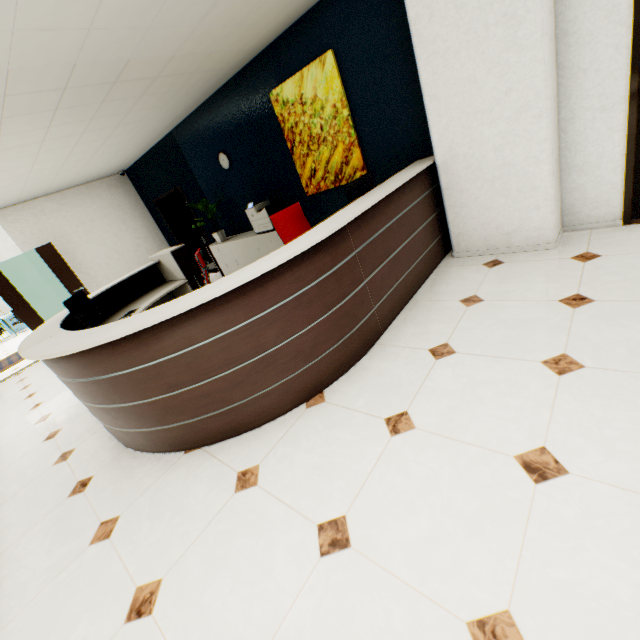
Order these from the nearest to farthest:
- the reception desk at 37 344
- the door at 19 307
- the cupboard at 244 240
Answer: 1. the reception desk at 37 344
2. the cupboard at 244 240
3. the door at 19 307

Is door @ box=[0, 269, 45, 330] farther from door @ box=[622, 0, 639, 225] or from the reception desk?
door @ box=[622, 0, 639, 225]

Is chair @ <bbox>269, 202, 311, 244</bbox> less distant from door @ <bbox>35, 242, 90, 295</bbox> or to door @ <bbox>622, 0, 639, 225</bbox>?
door @ <bbox>622, 0, 639, 225</bbox>

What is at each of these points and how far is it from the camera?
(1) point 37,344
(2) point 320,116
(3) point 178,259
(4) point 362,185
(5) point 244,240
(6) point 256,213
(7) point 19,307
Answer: (1) reception desk, 2.71m
(2) picture, 4.23m
(3) rolling cabinet, 4.77m
(4) monitor, 3.23m
(5) cupboard, 5.98m
(6) printer, 5.38m
(7) door, 6.77m

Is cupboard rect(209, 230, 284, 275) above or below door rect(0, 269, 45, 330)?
below

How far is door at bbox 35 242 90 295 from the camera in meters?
6.6

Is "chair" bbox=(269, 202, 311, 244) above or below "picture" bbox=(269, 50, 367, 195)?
below

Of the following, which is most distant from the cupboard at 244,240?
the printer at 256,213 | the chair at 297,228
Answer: the chair at 297,228
